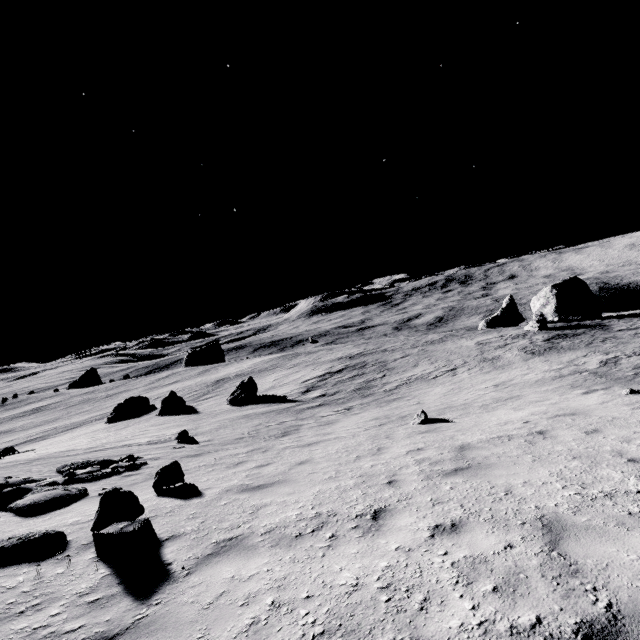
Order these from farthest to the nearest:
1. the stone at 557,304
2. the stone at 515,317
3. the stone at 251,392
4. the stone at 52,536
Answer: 1. the stone at 515,317
2. the stone at 557,304
3. the stone at 251,392
4. the stone at 52,536

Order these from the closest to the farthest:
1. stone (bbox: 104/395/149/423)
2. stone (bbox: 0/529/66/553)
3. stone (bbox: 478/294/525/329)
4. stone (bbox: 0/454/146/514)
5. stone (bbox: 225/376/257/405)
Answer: stone (bbox: 0/529/66/553), stone (bbox: 0/454/146/514), stone (bbox: 225/376/257/405), stone (bbox: 104/395/149/423), stone (bbox: 478/294/525/329)

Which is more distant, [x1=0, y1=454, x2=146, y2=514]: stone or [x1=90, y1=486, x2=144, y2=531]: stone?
[x1=0, y1=454, x2=146, y2=514]: stone

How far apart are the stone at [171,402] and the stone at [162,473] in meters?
25.7

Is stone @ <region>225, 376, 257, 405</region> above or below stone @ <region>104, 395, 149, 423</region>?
above

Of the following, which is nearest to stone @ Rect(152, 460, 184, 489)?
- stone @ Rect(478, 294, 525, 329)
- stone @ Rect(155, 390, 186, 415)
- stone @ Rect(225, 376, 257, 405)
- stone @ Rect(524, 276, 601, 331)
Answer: stone @ Rect(225, 376, 257, 405)

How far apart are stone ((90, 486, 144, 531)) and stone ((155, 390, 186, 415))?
28.0m

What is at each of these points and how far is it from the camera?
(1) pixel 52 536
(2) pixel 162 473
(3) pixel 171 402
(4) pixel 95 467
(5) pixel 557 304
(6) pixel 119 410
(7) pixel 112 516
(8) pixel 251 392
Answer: (1) stone, 4.85m
(2) stone, 7.36m
(3) stone, 31.20m
(4) stone, 10.09m
(5) stone, 42.66m
(6) stone, 38.25m
(7) stone, 4.95m
(8) stone, 28.34m
